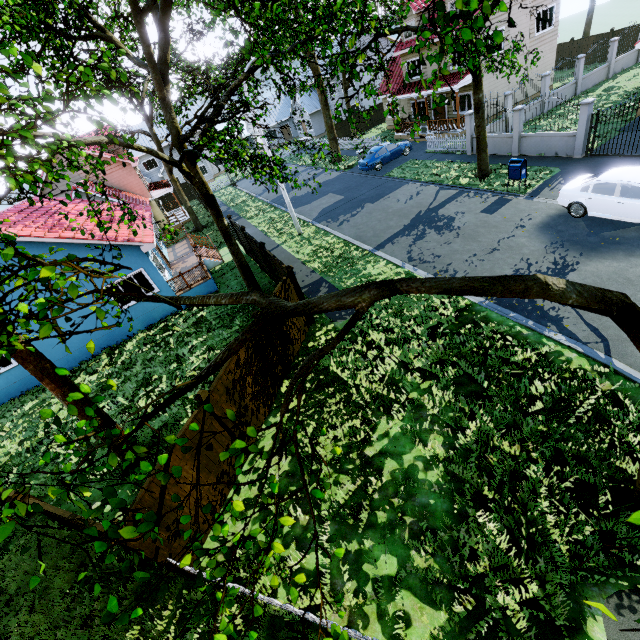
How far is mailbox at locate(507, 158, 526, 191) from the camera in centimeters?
1475cm

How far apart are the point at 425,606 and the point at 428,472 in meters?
2.3 m

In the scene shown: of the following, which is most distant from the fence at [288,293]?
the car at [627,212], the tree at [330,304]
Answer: the car at [627,212]

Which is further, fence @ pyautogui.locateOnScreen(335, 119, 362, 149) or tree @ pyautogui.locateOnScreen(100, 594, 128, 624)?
fence @ pyautogui.locateOnScreen(335, 119, 362, 149)

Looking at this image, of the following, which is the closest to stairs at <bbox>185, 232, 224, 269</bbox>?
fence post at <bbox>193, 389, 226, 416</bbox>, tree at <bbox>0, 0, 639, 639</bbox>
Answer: tree at <bbox>0, 0, 639, 639</bbox>

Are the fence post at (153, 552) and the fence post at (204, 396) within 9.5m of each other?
yes

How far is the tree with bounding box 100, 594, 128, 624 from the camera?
2.2 meters

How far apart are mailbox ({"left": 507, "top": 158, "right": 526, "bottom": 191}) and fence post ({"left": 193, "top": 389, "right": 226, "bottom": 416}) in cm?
1625
